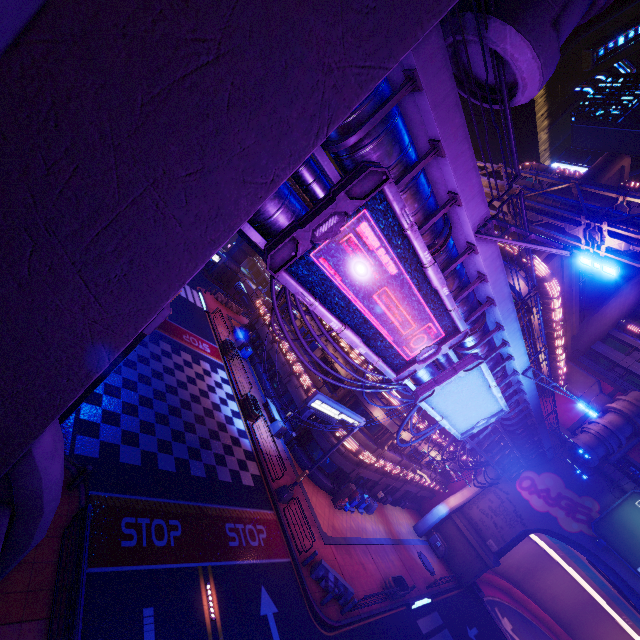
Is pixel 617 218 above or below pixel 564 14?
above

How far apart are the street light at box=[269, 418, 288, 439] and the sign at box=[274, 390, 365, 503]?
5.0m

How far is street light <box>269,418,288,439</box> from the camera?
25.4 meters

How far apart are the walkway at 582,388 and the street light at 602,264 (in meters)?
37.44

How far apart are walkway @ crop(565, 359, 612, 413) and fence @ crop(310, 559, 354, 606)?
33.2 meters

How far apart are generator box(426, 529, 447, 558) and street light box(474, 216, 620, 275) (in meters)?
35.80

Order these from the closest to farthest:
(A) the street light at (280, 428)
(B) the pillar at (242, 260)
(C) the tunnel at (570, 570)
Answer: (A) the street light at (280, 428) → (C) the tunnel at (570, 570) → (B) the pillar at (242, 260)

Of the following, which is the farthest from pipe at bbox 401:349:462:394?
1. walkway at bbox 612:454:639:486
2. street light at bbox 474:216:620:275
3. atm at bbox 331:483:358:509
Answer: atm at bbox 331:483:358:509
